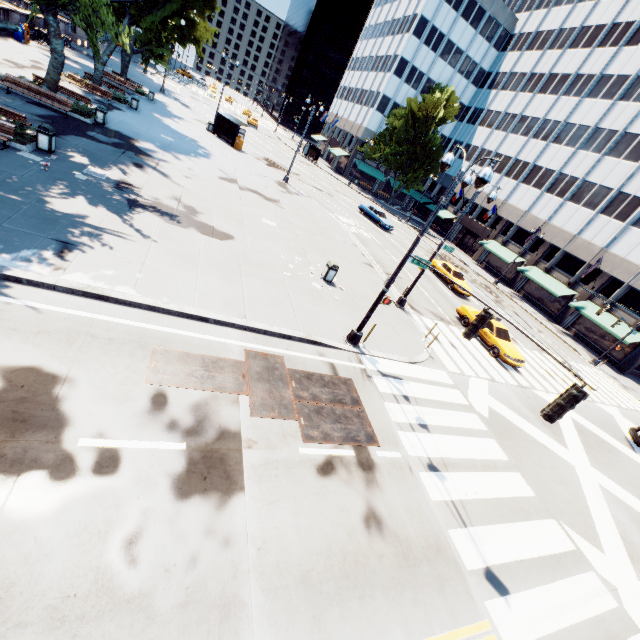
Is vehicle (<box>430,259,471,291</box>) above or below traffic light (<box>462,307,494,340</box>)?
below

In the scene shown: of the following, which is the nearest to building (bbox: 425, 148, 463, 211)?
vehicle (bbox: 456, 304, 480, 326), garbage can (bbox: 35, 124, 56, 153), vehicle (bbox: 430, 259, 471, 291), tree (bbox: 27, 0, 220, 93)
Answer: tree (bbox: 27, 0, 220, 93)

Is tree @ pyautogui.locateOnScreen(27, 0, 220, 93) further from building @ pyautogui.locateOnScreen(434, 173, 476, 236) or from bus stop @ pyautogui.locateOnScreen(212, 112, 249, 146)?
bus stop @ pyautogui.locateOnScreen(212, 112, 249, 146)

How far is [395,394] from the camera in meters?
11.3

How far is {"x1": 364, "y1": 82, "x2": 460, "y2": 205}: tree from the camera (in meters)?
47.44

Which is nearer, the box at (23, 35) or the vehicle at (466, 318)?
the vehicle at (466, 318)

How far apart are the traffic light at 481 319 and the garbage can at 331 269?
8.64m

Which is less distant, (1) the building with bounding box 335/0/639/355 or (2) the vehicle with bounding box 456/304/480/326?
(2) the vehicle with bounding box 456/304/480/326
